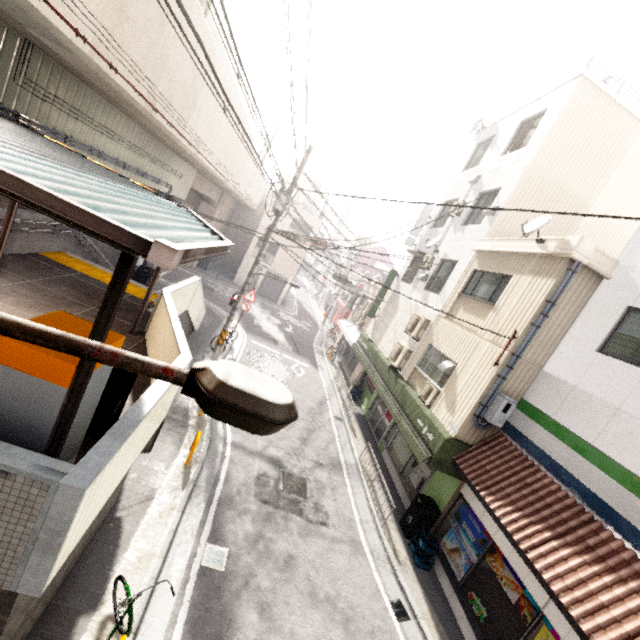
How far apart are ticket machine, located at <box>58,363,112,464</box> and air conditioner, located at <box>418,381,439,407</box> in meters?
8.8 m

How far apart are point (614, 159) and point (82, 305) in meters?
17.3

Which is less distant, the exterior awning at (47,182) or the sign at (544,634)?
the exterior awning at (47,182)

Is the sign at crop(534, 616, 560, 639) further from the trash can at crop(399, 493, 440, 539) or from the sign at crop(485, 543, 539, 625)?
the trash can at crop(399, 493, 440, 539)

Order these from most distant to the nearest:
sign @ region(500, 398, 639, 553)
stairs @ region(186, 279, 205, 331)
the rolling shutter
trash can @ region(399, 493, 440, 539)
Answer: the rolling shutter, stairs @ region(186, 279, 205, 331), trash can @ region(399, 493, 440, 539), sign @ region(500, 398, 639, 553)

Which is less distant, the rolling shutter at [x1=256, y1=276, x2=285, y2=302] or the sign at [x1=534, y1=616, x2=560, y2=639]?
the sign at [x1=534, y1=616, x2=560, y2=639]

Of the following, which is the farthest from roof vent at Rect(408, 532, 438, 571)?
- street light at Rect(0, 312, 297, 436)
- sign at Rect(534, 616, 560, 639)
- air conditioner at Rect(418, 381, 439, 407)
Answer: street light at Rect(0, 312, 297, 436)

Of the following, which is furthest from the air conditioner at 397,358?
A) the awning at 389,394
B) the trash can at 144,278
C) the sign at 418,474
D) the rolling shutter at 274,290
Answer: the rolling shutter at 274,290
